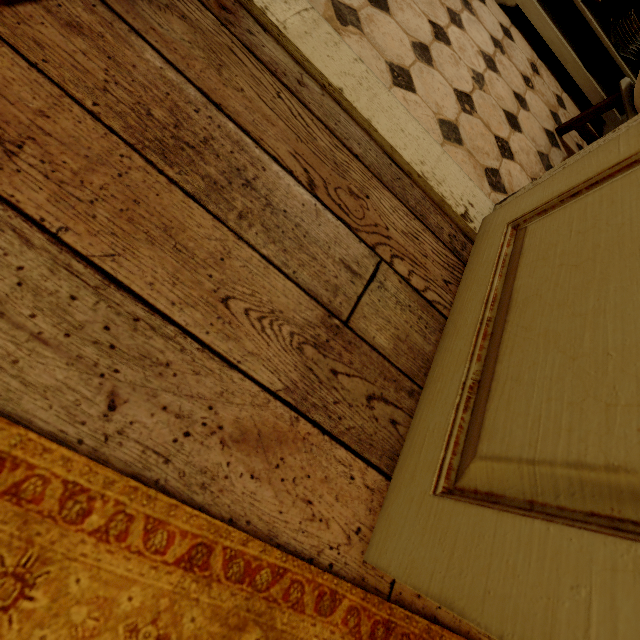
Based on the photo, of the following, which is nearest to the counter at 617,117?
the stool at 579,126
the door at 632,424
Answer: the stool at 579,126

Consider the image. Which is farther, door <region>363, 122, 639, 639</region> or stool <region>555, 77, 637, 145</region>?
stool <region>555, 77, 637, 145</region>

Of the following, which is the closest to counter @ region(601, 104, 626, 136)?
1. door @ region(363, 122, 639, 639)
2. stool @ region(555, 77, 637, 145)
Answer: stool @ region(555, 77, 637, 145)

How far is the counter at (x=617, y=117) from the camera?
2.2 meters

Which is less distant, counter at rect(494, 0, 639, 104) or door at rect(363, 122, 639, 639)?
door at rect(363, 122, 639, 639)

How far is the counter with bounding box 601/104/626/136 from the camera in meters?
2.2

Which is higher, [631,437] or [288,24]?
[631,437]
